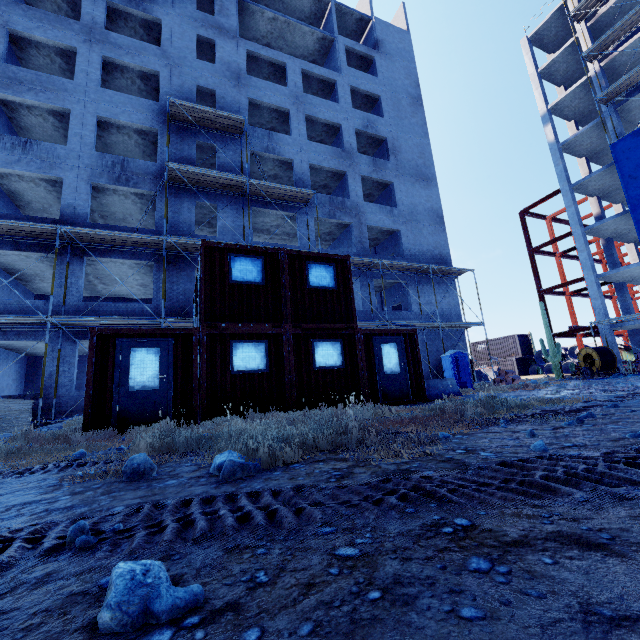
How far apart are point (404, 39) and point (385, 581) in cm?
3936

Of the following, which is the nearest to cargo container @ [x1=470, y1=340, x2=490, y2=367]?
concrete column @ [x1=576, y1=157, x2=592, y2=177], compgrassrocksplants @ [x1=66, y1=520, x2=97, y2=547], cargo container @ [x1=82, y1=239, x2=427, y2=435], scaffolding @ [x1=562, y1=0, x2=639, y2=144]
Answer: concrete column @ [x1=576, y1=157, x2=592, y2=177]

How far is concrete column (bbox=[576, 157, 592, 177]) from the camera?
28.91m

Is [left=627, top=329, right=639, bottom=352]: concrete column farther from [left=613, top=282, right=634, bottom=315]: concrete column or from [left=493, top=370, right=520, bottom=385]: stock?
[left=493, top=370, right=520, bottom=385]: stock

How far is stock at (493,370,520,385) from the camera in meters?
17.6

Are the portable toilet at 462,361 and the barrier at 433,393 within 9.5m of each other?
yes

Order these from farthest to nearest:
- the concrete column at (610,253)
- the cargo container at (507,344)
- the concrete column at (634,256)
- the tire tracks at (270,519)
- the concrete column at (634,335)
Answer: the cargo container at (507,344) < the concrete column at (634,256) < the concrete column at (610,253) < the concrete column at (634,335) < the tire tracks at (270,519)

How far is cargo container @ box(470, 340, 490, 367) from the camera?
39.06m
